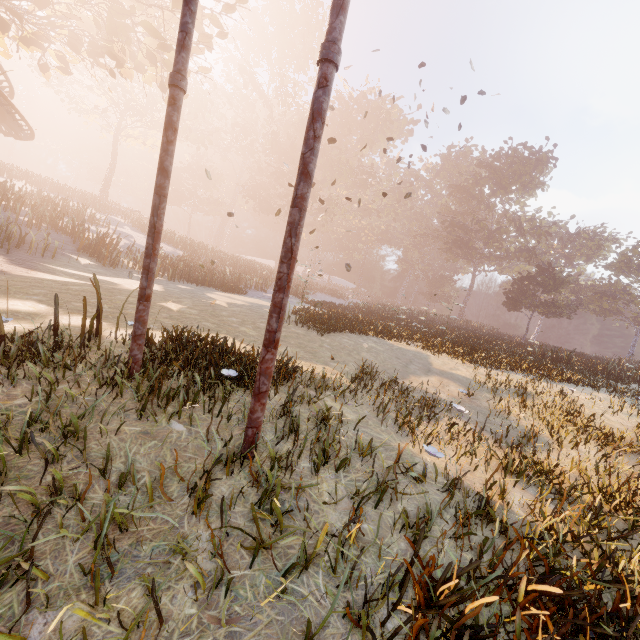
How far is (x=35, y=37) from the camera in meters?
12.7

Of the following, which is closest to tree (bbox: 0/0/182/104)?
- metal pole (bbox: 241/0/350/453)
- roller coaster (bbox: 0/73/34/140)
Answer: roller coaster (bbox: 0/73/34/140)

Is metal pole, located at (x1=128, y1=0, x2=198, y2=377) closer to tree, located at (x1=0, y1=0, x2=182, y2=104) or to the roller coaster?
the roller coaster

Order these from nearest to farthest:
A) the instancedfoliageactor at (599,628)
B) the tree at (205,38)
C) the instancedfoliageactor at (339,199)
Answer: the instancedfoliageactor at (599,628), the tree at (205,38), the instancedfoliageactor at (339,199)

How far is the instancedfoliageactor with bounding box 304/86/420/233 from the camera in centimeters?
4731cm

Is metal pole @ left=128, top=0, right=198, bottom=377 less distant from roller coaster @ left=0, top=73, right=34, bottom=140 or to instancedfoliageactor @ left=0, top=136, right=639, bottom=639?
roller coaster @ left=0, top=73, right=34, bottom=140

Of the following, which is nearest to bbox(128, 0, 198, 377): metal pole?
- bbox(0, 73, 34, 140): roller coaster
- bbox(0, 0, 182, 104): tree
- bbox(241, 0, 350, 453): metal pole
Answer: bbox(0, 73, 34, 140): roller coaster

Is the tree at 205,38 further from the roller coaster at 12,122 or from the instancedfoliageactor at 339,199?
the instancedfoliageactor at 339,199
